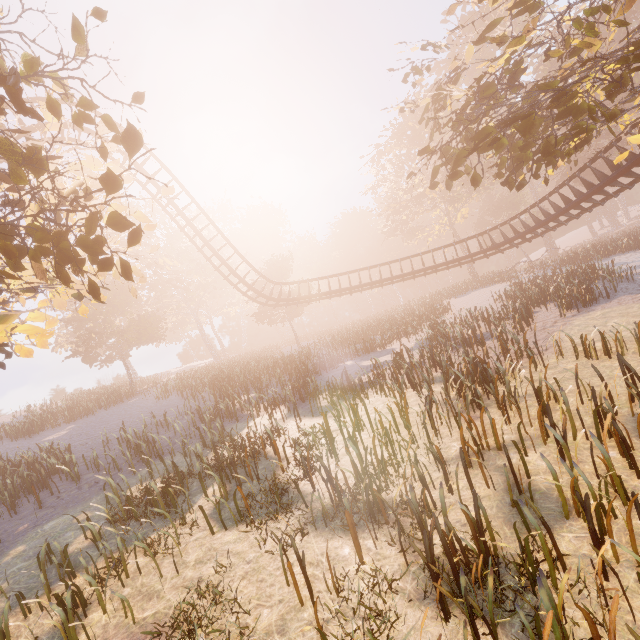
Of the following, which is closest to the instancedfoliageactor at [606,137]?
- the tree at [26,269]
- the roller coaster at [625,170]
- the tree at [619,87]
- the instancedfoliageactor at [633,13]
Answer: the instancedfoliageactor at [633,13]

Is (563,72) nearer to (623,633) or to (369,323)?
(623,633)

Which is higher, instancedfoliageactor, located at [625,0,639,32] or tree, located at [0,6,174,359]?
instancedfoliageactor, located at [625,0,639,32]

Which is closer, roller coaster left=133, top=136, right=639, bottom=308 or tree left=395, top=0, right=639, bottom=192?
tree left=395, top=0, right=639, bottom=192

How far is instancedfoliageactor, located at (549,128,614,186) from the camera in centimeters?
3975cm

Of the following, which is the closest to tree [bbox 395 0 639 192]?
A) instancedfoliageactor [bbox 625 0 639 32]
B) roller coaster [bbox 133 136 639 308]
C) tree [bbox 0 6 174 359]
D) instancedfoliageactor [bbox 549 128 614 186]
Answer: roller coaster [bbox 133 136 639 308]

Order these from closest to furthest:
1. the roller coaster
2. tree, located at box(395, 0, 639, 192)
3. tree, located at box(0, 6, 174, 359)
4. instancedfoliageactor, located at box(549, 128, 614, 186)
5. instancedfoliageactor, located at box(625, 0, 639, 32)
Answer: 1. tree, located at box(0, 6, 174, 359)
2. tree, located at box(395, 0, 639, 192)
3. the roller coaster
4. instancedfoliageactor, located at box(625, 0, 639, 32)
5. instancedfoliageactor, located at box(549, 128, 614, 186)
